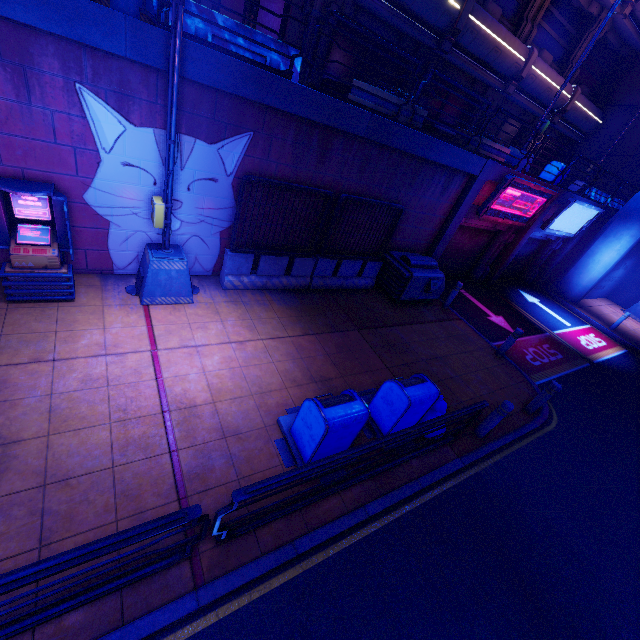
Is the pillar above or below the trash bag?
above

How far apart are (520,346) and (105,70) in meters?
13.5 m

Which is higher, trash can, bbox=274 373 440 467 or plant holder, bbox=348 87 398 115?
plant holder, bbox=348 87 398 115

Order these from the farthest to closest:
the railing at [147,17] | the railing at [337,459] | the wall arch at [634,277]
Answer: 1. the wall arch at [634,277]
2. the railing at [147,17]
3. the railing at [337,459]

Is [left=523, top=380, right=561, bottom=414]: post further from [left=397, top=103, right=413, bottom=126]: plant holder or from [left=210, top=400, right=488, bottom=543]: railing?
[left=397, top=103, right=413, bottom=126]: plant holder

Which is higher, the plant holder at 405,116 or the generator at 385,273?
the plant holder at 405,116

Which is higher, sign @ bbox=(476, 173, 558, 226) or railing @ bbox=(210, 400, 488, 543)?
sign @ bbox=(476, 173, 558, 226)

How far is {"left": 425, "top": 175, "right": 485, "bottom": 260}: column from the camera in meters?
10.6
